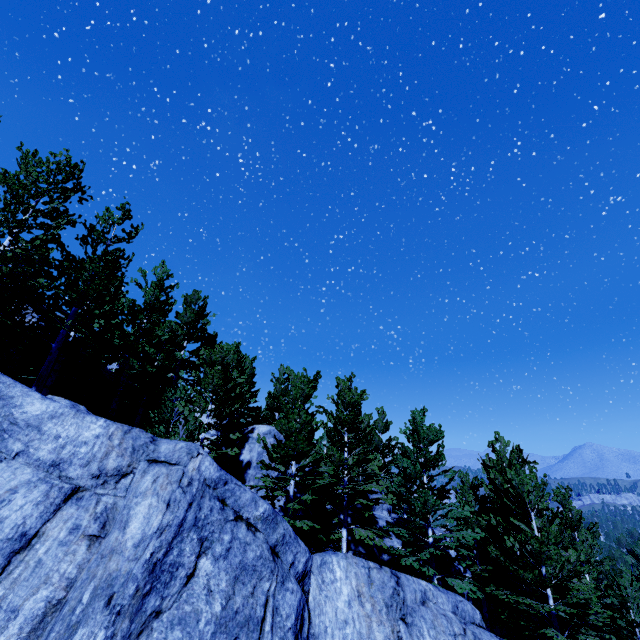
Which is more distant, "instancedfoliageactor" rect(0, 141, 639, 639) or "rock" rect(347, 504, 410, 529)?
"rock" rect(347, 504, 410, 529)

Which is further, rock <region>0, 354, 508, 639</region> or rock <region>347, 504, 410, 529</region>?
rock <region>347, 504, 410, 529</region>

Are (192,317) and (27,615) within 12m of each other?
no

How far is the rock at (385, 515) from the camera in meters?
19.1

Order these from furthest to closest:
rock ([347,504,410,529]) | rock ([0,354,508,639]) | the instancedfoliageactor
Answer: rock ([347,504,410,529]) → the instancedfoliageactor → rock ([0,354,508,639])

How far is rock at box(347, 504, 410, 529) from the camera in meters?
19.1

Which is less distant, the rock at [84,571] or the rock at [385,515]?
the rock at [84,571]
